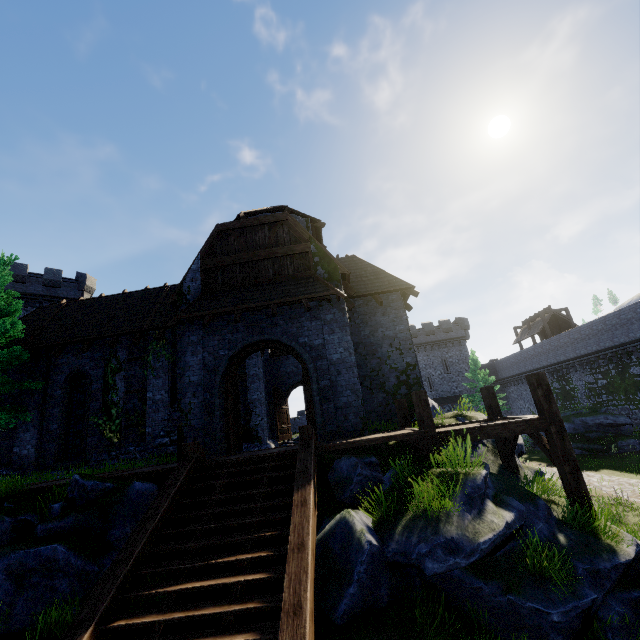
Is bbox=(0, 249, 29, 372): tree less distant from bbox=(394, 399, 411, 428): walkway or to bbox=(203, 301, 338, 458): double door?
bbox=(203, 301, 338, 458): double door

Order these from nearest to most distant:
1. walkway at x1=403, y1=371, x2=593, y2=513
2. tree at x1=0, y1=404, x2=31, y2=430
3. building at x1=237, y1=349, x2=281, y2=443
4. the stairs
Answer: the stairs < walkway at x1=403, y1=371, x2=593, y2=513 < tree at x1=0, y1=404, x2=31, y2=430 < building at x1=237, y1=349, x2=281, y2=443

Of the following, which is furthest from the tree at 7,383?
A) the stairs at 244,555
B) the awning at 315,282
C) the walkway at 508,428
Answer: the walkway at 508,428

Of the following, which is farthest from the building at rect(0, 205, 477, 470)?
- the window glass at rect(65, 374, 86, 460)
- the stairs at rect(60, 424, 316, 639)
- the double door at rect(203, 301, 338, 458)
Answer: the stairs at rect(60, 424, 316, 639)

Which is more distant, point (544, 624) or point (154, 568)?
point (154, 568)

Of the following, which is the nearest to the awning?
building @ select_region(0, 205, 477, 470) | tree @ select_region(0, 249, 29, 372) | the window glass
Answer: building @ select_region(0, 205, 477, 470)

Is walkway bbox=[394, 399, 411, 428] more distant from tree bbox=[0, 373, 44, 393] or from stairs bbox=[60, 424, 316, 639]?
tree bbox=[0, 373, 44, 393]

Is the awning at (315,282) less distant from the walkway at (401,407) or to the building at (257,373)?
the building at (257,373)
